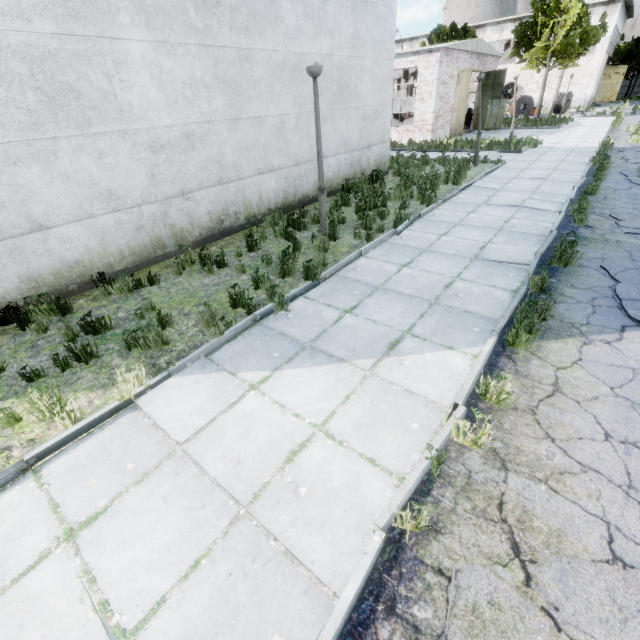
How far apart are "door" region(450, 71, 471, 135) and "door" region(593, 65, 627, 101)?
34.4 meters

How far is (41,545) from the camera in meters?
2.6

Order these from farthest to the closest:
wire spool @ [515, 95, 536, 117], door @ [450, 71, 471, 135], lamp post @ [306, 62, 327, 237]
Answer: wire spool @ [515, 95, 536, 117], door @ [450, 71, 471, 135], lamp post @ [306, 62, 327, 237]

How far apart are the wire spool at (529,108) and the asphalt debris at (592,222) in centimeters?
3560cm

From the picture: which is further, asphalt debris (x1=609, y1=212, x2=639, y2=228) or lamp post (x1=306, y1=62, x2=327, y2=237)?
asphalt debris (x1=609, y1=212, x2=639, y2=228)

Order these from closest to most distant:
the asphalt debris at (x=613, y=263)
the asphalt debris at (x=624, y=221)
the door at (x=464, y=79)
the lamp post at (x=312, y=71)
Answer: the asphalt debris at (x=613, y=263)
the lamp post at (x=312, y=71)
the asphalt debris at (x=624, y=221)
the door at (x=464, y=79)

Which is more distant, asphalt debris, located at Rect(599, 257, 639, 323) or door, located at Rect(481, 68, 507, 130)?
door, located at Rect(481, 68, 507, 130)

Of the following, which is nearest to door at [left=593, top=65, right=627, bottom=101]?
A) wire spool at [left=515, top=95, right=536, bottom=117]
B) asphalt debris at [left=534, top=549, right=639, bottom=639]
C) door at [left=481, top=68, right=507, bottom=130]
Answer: wire spool at [left=515, top=95, right=536, bottom=117]
